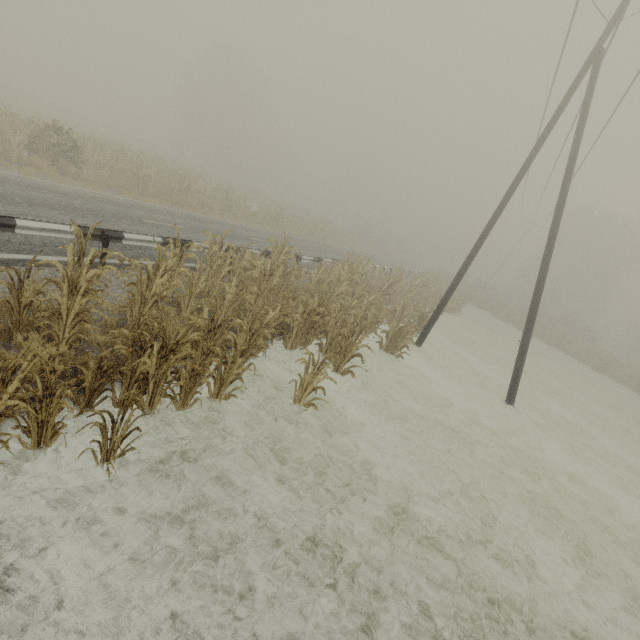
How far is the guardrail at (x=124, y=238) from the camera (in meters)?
7.25

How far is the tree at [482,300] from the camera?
26.7m

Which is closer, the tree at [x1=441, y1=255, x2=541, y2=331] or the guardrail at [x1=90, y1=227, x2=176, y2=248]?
the guardrail at [x1=90, y1=227, x2=176, y2=248]

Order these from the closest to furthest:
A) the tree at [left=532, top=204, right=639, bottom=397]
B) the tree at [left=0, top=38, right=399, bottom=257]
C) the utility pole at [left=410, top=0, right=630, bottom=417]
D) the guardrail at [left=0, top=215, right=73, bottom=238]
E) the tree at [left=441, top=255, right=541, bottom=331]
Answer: the guardrail at [left=0, top=215, right=73, bottom=238] → the utility pole at [left=410, top=0, right=630, bottom=417] → the tree at [left=0, top=38, right=399, bottom=257] → the tree at [left=441, top=255, right=541, bottom=331] → the tree at [left=532, top=204, right=639, bottom=397]

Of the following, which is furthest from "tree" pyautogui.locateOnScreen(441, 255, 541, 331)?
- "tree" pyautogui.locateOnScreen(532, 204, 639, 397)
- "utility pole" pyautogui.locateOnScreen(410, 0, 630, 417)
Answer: "tree" pyautogui.locateOnScreen(532, 204, 639, 397)

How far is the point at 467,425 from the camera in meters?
9.4 m

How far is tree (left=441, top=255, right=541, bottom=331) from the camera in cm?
2666

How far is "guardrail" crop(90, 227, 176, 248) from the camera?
7.2m
